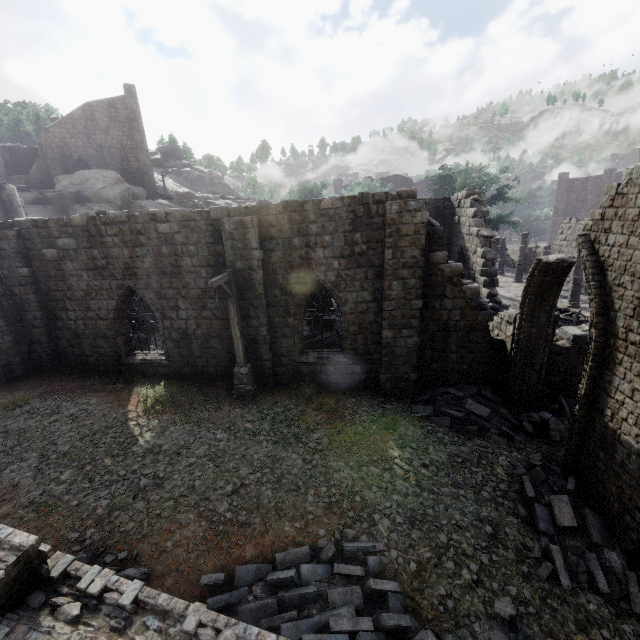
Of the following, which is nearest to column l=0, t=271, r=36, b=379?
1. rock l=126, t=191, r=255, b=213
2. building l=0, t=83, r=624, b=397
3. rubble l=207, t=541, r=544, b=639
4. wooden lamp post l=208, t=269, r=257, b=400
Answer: building l=0, t=83, r=624, b=397

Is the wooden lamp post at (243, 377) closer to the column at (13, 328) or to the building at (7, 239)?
the building at (7, 239)

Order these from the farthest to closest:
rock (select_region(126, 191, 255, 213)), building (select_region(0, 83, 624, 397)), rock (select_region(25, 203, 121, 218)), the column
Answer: rock (select_region(126, 191, 255, 213)) < rock (select_region(25, 203, 121, 218)) < the column < building (select_region(0, 83, 624, 397))

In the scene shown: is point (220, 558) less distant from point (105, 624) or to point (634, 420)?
point (105, 624)

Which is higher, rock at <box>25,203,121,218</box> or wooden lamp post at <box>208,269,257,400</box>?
rock at <box>25,203,121,218</box>

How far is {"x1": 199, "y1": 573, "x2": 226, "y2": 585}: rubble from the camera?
6.16m

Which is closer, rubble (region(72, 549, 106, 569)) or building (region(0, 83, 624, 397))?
rubble (region(72, 549, 106, 569))

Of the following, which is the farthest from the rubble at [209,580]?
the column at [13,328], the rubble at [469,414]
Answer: the column at [13,328]
